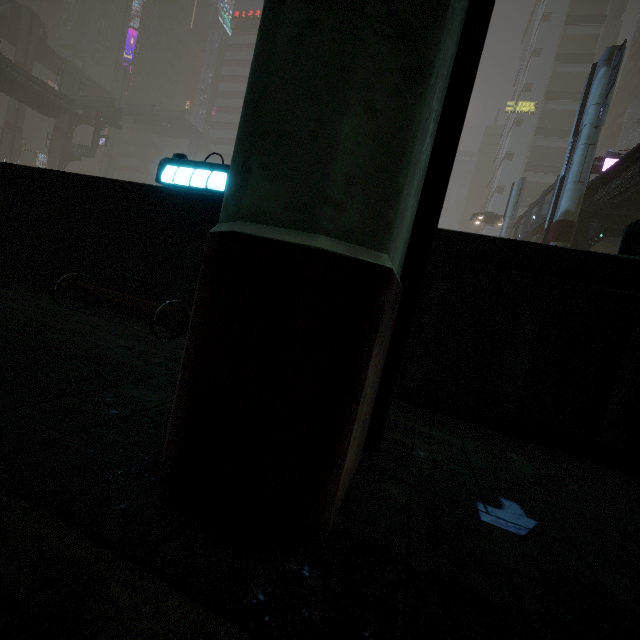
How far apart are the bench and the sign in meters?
74.0

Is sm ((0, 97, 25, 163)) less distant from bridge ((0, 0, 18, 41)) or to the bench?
bridge ((0, 0, 18, 41))

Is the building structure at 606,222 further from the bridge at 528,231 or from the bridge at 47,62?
the bridge at 47,62

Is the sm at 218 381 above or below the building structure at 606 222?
below

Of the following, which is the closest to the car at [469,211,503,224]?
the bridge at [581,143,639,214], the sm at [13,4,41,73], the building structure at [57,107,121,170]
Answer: the bridge at [581,143,639,214]

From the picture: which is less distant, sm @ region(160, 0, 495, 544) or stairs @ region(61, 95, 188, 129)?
sm @ region(160, 0, 495, 544)

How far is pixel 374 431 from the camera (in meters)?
2.07

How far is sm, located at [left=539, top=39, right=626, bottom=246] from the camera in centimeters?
1459cm
